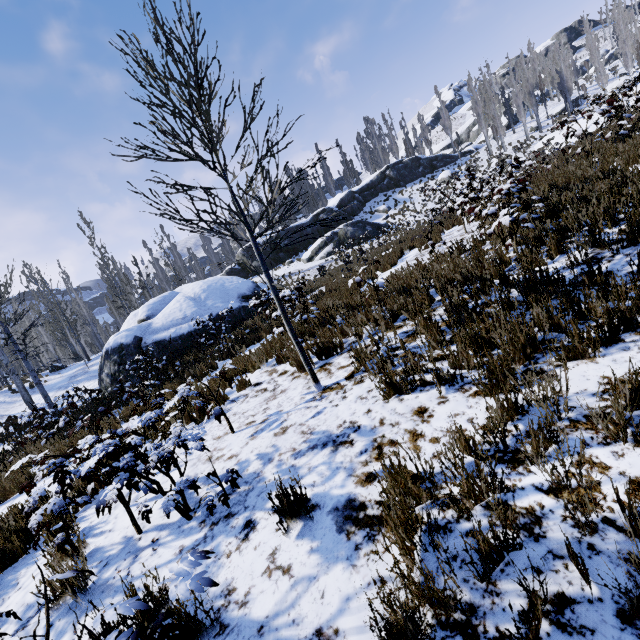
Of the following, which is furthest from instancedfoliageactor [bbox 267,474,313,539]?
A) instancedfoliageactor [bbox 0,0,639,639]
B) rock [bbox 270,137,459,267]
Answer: rock [bbox 270,137,459,267]

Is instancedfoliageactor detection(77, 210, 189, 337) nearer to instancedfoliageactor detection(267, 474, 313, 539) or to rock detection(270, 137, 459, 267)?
rock detection(270, 137, 459, 267)

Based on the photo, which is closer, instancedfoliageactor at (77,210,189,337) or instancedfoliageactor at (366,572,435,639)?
instancedfoliageactor at (366,572,435,639)

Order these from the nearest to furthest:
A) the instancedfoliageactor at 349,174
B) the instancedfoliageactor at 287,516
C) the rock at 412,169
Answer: the instancedfoliageactor at 287,516 < the rock at 412,169 < the instancedfoliageactor at 349,174

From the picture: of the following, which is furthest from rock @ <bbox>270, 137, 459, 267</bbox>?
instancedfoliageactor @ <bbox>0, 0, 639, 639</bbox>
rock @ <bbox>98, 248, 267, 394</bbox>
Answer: rock @ <bbox>98, 248, 267, 394</bbox>

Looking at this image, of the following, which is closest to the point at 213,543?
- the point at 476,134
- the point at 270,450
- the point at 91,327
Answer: the point at 270,450

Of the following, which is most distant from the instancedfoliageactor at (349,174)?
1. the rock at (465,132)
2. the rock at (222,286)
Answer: the rock at (222,286)

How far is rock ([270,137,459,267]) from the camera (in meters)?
30.81
